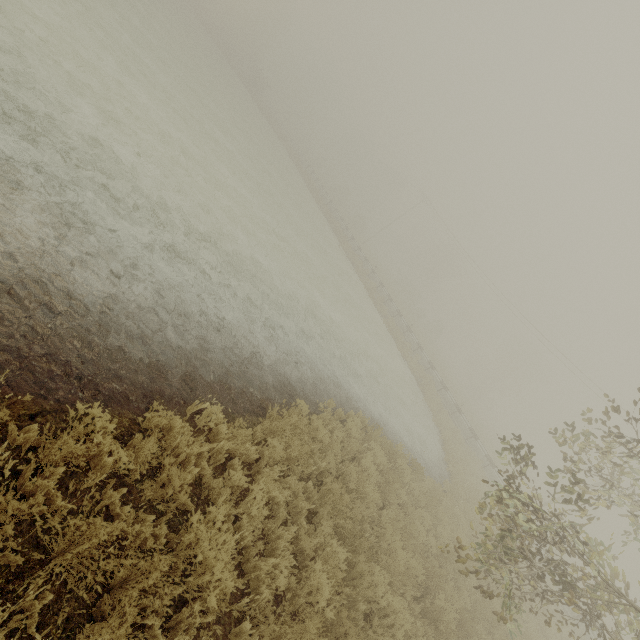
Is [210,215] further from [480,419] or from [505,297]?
[480,419]
